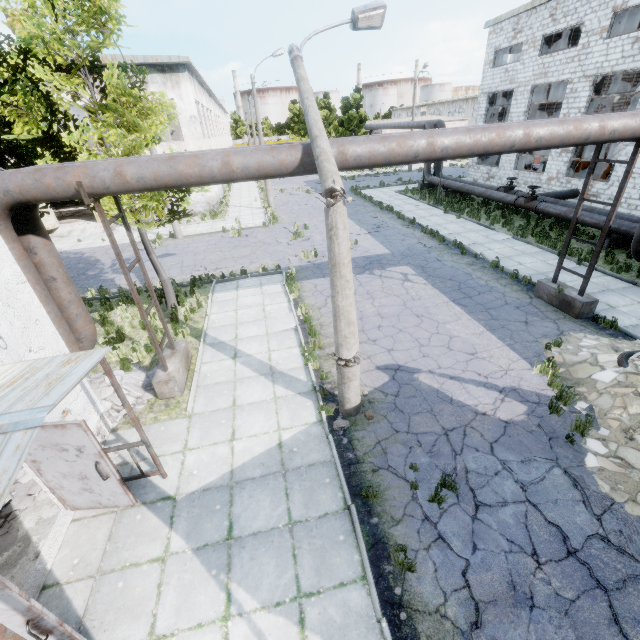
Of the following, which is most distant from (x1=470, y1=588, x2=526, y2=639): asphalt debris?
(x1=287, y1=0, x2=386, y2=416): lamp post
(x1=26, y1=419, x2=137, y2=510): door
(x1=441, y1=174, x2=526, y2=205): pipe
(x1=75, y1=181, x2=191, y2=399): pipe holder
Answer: (x1=441, y1=174, x2=526, y2=205): pipe

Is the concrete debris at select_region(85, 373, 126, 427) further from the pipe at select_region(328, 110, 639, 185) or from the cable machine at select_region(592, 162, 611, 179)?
the cable machine at select_region(592, 162, 611, 179)

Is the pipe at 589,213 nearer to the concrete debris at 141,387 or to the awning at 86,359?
the concrete debris at 141,387

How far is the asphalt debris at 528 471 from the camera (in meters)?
5.69

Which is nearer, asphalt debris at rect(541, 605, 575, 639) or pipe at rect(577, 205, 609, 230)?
asphalt debris at rect(541, 605, 575, 639)

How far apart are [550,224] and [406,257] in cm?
888

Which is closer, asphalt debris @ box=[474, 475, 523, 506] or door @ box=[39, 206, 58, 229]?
asphalt debris @ box=[474, 475, 523, 506]

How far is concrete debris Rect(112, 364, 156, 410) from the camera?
8.04m
